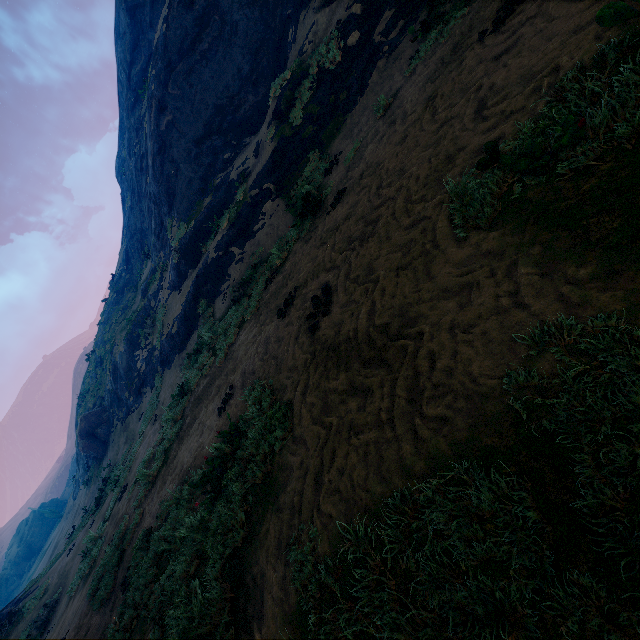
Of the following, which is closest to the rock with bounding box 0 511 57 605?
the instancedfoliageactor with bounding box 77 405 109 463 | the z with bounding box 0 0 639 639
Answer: the z with bounding box 0 0 639 639

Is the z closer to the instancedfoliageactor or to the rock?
the instancedfoliageactor

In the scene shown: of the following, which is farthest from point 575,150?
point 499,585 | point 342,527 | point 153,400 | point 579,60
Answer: point 153,400

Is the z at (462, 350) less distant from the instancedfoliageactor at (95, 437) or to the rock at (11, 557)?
the instancedfoliageactor at (95, 437)

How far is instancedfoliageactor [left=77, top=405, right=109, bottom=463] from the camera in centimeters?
2486cm

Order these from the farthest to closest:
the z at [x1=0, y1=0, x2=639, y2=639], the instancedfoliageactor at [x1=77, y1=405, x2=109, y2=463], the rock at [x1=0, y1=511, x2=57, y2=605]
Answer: the rock at [x1=0, y1=511, x2=57, y2=605]
the instancedfoliageactor at [x1=77, y1=405, x2=109, y2=463]
the z at [x1=0, y1=0, x2=639, y2=639]

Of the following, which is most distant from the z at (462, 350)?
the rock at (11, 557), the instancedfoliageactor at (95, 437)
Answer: the rock at (11, 557)
